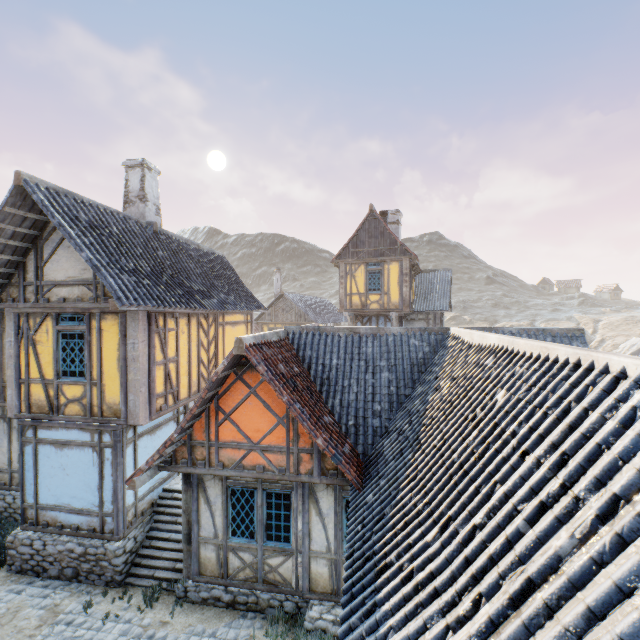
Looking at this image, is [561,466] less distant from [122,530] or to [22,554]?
[122,530]

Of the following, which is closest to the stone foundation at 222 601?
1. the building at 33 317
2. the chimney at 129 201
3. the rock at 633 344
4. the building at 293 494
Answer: the building at 293 494

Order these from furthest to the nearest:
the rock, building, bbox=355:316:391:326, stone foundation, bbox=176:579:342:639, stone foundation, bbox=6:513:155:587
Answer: the rock, building, bbox=355:316:391:326, stone foundation, bbox=6:513:155:587, stone foundation, bbox=176:579:342:639

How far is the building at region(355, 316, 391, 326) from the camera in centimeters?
2033cm

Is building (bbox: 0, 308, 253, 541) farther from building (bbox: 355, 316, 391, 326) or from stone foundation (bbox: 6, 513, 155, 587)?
building (bbox: 355, 316, 391, 326)

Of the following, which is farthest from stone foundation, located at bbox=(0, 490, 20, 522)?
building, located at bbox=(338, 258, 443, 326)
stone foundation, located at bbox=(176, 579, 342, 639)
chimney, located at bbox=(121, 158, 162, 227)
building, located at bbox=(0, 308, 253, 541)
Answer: building, located at bbox=(338, 258, 443, 326)

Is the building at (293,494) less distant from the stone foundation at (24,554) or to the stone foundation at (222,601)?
the stone foundation at (222,601)

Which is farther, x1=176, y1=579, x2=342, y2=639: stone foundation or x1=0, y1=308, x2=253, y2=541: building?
x1=0, y1=308, x2=253, y2=541: building
